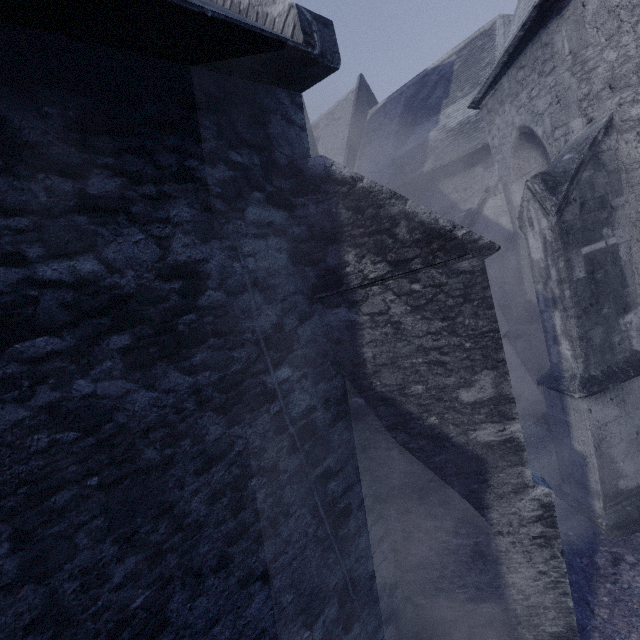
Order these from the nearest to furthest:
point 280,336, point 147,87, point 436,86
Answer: point 147,87, point 280,336, point 436,86
